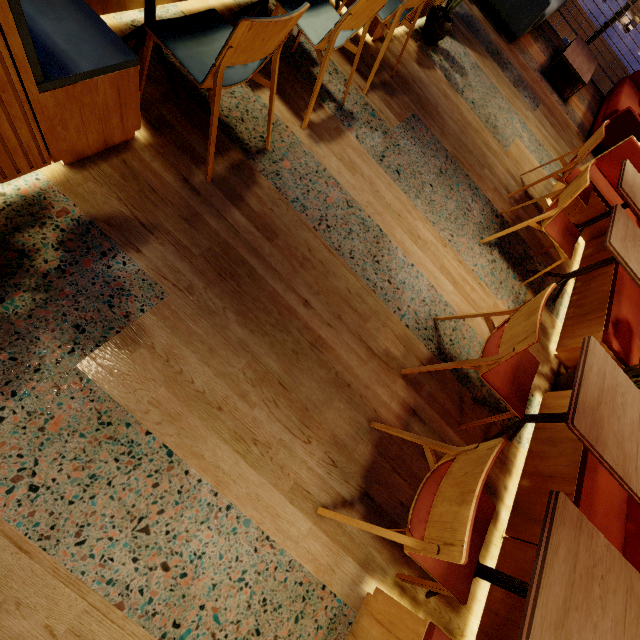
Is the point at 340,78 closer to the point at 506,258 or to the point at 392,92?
the point at 392,92

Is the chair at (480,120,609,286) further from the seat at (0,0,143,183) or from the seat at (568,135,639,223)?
the seat at (0,0,143,183)

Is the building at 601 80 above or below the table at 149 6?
below

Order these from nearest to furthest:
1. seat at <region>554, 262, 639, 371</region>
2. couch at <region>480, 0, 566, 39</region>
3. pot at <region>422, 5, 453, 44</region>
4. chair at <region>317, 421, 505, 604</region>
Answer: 1. chair at <region>317, 421, 505, 604</region>
2. seat at <region>554, 262, 639, 371</region>
3. pot at <region>422, 5, 453, 44</region>
4. couch at <region>480, 0, 566, 39</region>

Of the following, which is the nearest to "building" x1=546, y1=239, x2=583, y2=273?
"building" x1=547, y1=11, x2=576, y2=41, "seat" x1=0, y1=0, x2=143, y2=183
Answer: "seat" x1=0, y1=0, x2=143, y2=183

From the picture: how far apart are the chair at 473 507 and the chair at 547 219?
2.1 meters

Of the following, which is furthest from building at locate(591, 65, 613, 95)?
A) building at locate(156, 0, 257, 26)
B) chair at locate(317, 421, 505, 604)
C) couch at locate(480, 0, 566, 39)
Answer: chair at locate(317, 421, 505, 604)

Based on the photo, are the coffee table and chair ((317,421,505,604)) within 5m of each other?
no
